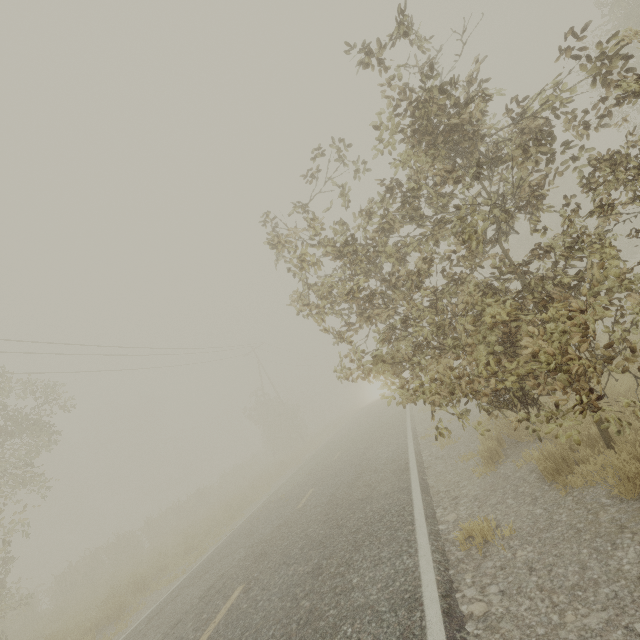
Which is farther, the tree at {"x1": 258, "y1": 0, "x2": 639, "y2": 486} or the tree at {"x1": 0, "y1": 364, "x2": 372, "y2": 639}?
the tree at {"x1": 0, "y1": 364, "x2": 372, "y2": 639}

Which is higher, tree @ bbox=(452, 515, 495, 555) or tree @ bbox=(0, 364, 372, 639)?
tree @ bbox=(0, 364, 372, 639)

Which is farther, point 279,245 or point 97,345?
point 97,345

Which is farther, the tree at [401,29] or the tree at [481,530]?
the tree at [481,530]

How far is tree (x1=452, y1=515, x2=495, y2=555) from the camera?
4.04m
